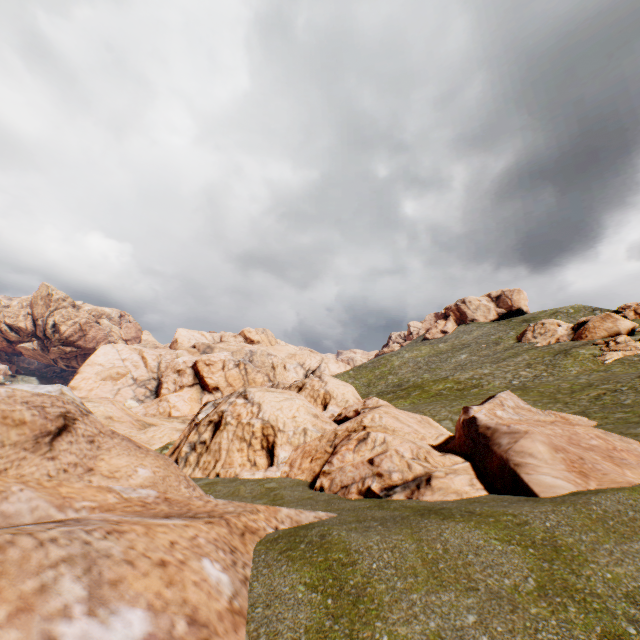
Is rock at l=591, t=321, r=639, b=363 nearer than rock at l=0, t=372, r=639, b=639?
No

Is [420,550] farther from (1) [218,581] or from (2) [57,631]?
(2) [57,631]

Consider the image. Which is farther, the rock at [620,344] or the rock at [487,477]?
the rock at [620,344]

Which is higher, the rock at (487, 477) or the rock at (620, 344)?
the rock at (620, 344)

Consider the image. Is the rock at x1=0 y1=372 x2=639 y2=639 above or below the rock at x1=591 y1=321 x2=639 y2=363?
below
